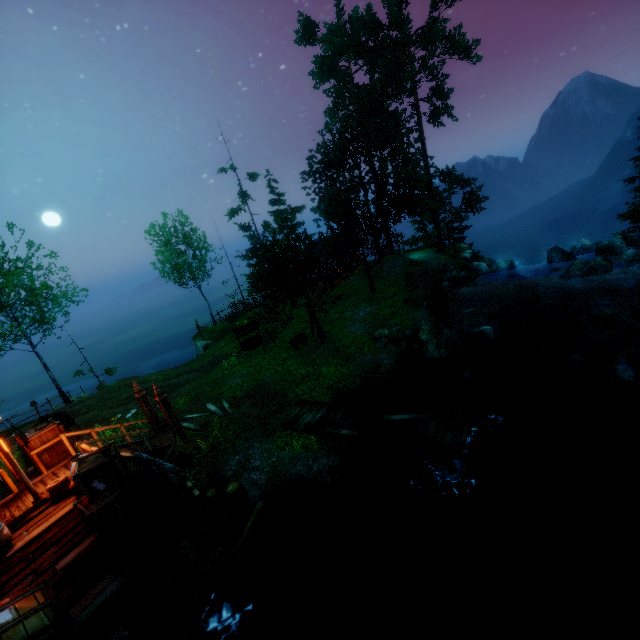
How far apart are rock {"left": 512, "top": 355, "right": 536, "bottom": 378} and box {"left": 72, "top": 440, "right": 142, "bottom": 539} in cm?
1536

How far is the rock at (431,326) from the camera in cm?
1505

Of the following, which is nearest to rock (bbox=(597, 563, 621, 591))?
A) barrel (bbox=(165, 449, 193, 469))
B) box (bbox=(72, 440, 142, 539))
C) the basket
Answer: the basket

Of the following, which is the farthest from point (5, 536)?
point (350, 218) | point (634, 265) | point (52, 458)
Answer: point (634, 265)

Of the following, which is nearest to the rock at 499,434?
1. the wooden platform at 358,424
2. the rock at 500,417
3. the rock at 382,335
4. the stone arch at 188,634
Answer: the rock at 500,417

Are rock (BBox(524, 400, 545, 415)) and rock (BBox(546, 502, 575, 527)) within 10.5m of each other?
yes

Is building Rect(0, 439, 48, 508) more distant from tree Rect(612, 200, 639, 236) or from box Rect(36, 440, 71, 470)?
tree Rect(612, 200, 639, 236)

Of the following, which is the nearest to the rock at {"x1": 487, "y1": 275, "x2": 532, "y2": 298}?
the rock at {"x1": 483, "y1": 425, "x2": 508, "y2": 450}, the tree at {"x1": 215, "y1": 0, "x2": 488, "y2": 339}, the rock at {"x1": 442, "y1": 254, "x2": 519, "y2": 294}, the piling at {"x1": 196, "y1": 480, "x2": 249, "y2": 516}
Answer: the rock at {"x1": 442, "y1": 254, "x2": 519, "y2": 294}
